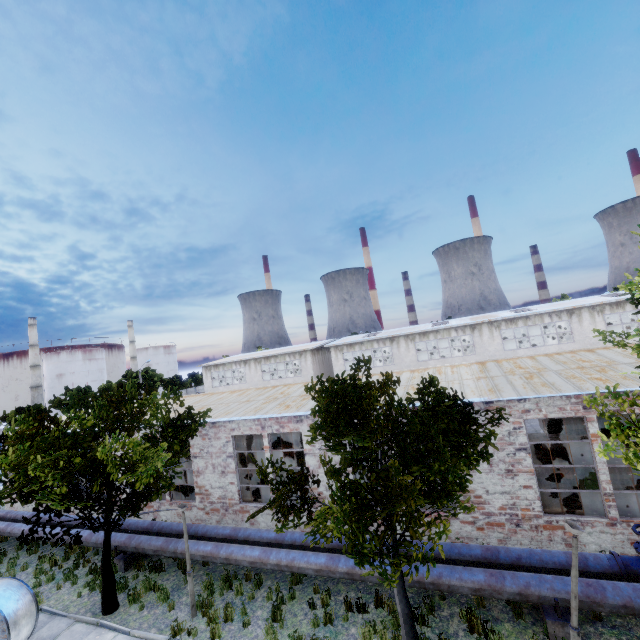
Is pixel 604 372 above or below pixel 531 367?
below

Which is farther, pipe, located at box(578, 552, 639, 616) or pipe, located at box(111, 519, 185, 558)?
pipe, located at box(111, 519, 185, 558)

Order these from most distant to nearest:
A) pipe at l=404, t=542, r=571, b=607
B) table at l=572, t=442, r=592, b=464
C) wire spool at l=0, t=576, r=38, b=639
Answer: table at l=572, t=442, r=592, b=464 < wire spool at l=0, t=576, r=38, b=639 < pipe at l=404, t=542, r=571, b=607

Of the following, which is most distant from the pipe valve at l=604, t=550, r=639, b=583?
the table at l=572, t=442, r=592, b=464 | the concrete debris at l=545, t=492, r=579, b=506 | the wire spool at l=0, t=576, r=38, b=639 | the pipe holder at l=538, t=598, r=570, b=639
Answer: the wire spool at l=0, t=576, r=38, b=639

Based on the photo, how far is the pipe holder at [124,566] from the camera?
12.8 meters

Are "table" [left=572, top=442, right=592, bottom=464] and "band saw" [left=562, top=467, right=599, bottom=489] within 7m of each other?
yes

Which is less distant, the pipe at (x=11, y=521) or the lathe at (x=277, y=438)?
the pipe at (x=11, y=521)

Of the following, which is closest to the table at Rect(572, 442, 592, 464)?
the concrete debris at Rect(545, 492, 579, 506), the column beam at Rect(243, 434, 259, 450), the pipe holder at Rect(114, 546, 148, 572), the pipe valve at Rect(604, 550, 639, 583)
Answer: the concrete debris at Rect(545, 492, 579, 506)
